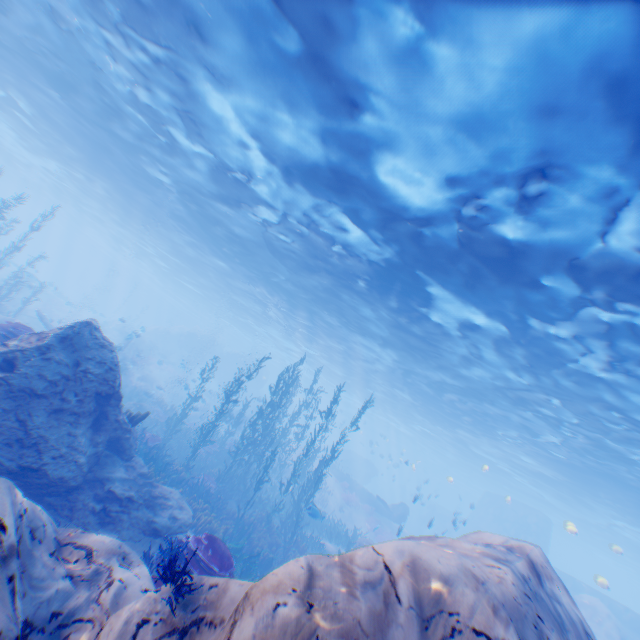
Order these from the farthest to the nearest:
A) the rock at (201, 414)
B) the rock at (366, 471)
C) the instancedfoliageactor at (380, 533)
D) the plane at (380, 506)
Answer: the rock at (366, 471) < the plane at (380, 506) < the instancedfoliageactor at (380, 533) < the rock at (201, 414)

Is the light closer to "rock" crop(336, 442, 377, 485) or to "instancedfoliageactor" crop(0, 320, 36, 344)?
"rock" crop(336, 442, 377, 485)

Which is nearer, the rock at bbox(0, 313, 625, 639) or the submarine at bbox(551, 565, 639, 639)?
the rock at bbox(0, 313, 625, 639)

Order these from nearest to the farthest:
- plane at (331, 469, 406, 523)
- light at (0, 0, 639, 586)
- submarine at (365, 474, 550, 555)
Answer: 1. light at (0, 0, 639, 586)
2. plane at (331, 469, 406, 523)
3. submarine at (365, 474, 550, 555)

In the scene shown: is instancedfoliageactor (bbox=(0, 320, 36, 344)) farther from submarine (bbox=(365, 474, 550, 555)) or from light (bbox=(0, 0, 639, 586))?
light (bbox=(0, 0, 639, 586))

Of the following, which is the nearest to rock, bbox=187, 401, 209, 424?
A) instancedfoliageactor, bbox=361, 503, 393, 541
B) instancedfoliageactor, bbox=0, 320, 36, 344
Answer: instancedfoliageactor, bbox=0, 320, 36, 344

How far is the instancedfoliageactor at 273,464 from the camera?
6.91m

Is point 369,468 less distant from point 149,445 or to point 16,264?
point 149,445
